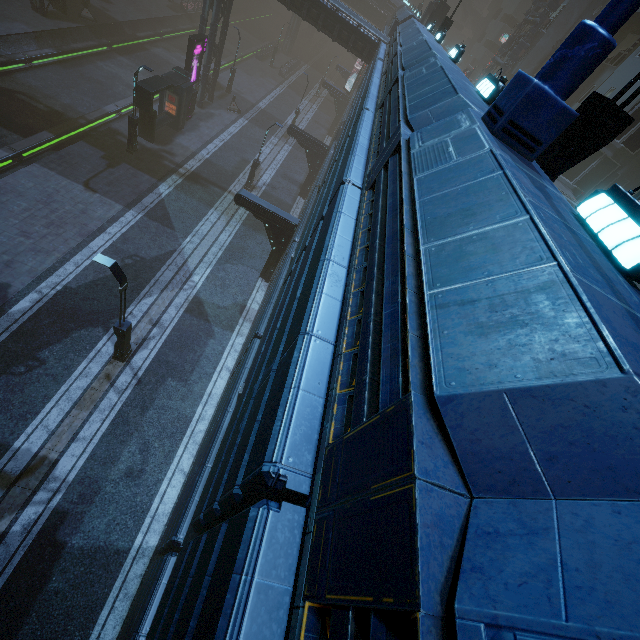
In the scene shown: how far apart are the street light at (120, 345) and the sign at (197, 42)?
22.68m

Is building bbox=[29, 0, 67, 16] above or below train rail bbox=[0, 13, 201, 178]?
above

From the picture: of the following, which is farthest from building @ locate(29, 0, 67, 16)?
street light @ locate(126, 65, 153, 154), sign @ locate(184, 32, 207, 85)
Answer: street light @ locate(126, 65, 153, 154)

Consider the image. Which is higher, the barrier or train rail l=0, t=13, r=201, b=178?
the barrier

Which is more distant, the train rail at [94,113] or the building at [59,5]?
the building at [59,5]

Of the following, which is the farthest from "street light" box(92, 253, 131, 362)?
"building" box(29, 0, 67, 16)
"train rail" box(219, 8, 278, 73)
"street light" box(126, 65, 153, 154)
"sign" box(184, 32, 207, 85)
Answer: "sign" box(184, 32, 207, 85)

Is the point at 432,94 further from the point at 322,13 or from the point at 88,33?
the point at 88,33

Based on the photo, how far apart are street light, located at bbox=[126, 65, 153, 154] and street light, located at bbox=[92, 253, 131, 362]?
15.1 meters
